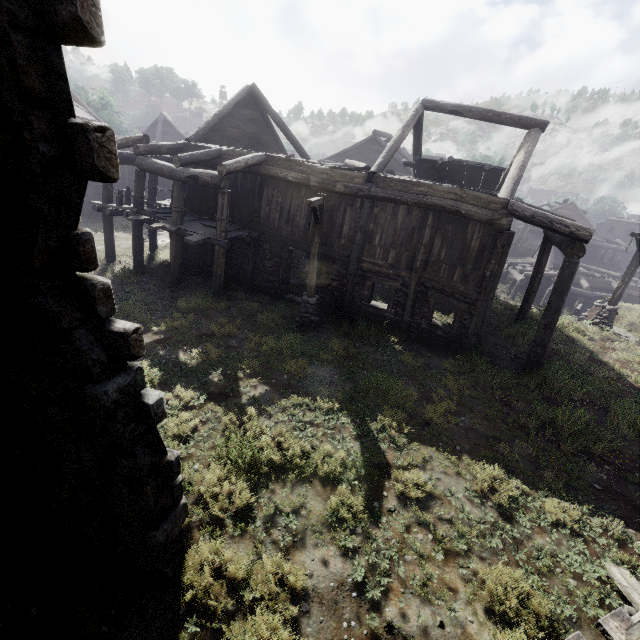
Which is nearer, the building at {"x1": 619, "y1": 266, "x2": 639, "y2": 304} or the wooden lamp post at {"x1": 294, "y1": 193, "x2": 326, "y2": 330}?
the wooden lamp post at {"x1": 294, "y1": 193, "x2": 326, "y2": 330}

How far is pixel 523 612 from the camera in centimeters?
469cm

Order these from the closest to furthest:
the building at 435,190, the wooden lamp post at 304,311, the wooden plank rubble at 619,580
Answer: the building at 435,190 → the wooden plank rubble at 619,580 → the wooden lamp post at 304,311

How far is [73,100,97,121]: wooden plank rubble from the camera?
22.9m

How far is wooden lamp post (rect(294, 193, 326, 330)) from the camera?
10.1m

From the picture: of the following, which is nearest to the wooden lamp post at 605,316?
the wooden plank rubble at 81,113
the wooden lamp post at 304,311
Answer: the wooden lamp post at 304,311

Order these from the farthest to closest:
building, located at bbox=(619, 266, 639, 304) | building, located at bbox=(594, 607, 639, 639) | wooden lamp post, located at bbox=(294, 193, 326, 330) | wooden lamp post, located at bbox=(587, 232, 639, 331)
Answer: building, located at bbox=(619, 266, 639, 304), wooden lamp post, located at bbox=(587, 232, 639, 331), wooden lamp post, located at bbox=(294, 193, 326, 330), building, located at bbox=(594, 607, 639, 639)

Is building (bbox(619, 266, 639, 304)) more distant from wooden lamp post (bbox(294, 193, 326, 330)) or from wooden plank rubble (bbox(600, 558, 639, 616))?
wooden lamp post (bbox(294, 193, 326, 330))
